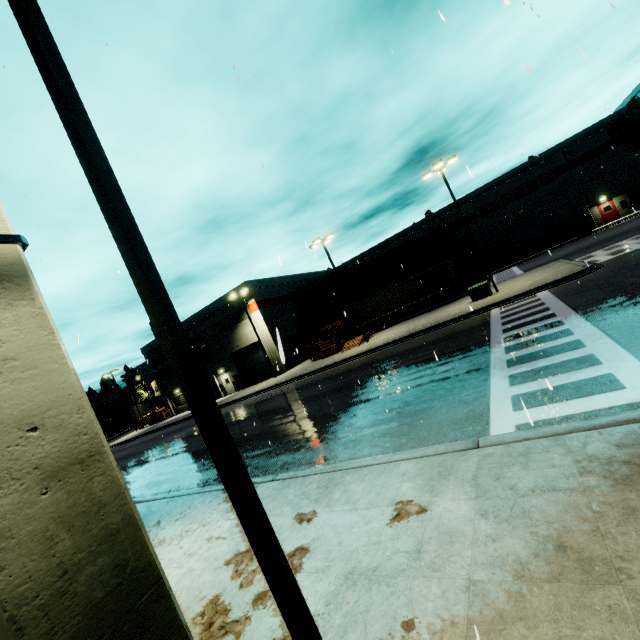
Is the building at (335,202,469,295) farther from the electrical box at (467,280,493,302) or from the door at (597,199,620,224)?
the electrical box at (467,280,493,302)

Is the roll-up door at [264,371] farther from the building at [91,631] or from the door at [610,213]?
the door at [610,213]

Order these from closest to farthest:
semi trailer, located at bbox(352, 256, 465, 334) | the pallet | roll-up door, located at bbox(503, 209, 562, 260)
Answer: the pallet < semi trailer, located at bbox(352, 256, 465, 334) < roll-up door, located at bbox(503, 209, 562, 260)

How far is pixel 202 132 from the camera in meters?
4.8

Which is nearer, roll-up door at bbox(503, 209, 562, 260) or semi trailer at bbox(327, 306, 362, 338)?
semi trailer at bbox(327, 306, 362, 338)

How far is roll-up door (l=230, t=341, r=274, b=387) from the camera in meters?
36.8 m

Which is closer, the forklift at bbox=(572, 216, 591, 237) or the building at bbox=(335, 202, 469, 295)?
the forklift at bbox=(572, 216, 591, 237)

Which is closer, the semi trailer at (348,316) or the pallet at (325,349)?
the pallet at (325,349)
